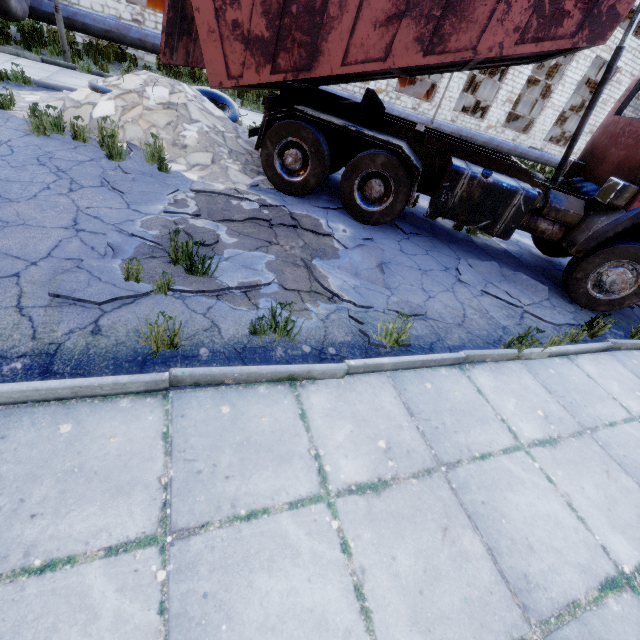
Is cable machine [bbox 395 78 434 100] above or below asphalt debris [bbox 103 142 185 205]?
above

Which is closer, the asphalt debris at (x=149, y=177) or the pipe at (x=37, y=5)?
the asphalt debris at (x=149, y=177)

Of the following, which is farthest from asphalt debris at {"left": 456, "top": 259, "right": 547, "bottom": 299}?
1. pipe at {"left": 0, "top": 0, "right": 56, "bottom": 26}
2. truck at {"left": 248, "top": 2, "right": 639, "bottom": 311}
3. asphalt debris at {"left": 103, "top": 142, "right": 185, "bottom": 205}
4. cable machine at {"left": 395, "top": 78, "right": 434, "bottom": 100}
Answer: cable machine at {"left": 395, "top": 78, "right": 434, "bottom": 100}

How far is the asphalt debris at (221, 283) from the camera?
3.38m

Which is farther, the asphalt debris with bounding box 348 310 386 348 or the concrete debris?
the concrete debris

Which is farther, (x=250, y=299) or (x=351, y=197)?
(x=351, y=197)

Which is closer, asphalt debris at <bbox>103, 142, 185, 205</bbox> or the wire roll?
asphalt debris at <bbox>103, 142, 185, 205</bbox>

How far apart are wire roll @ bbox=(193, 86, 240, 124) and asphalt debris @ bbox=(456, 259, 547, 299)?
6.43m
